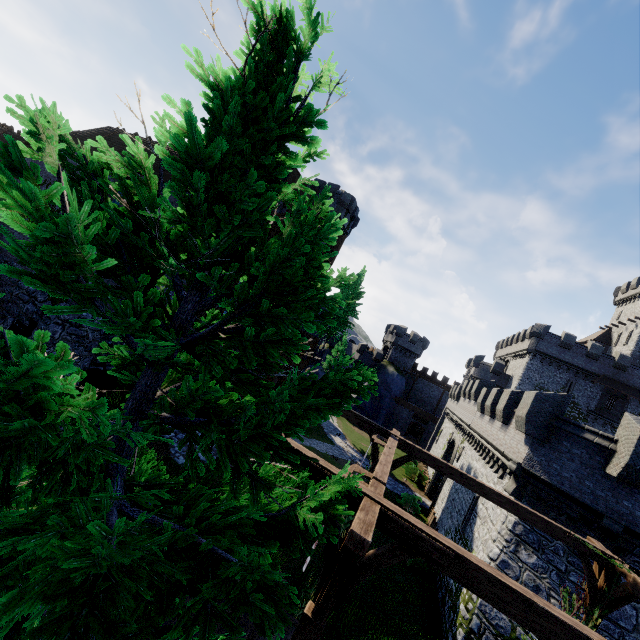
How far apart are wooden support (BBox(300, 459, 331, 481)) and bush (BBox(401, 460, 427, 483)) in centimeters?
3173cm

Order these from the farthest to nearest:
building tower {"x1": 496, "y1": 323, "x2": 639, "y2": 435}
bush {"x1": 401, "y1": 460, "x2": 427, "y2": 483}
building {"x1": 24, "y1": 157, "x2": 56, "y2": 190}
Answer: building tower {"x1": 496, "y1": 323, "x2": 639, "y2": 435}, bush {"x1": 401, "y1": 460, "x2": 427, "y2": 483}, building {"x1": 24, "y1": 157, "x2": 56, "y2": 190}

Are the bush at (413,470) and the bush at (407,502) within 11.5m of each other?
yes

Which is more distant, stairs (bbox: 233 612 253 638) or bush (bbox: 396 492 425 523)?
bush (bbox: 396 492 425 523)

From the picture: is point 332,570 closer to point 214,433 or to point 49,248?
point 214,433

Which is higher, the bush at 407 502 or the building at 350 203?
the building at 350 203

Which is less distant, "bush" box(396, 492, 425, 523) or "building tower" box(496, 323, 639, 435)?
"bush" box(396, 492, 425, 523)

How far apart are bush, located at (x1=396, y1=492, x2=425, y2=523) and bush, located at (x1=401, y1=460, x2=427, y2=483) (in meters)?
6.84
